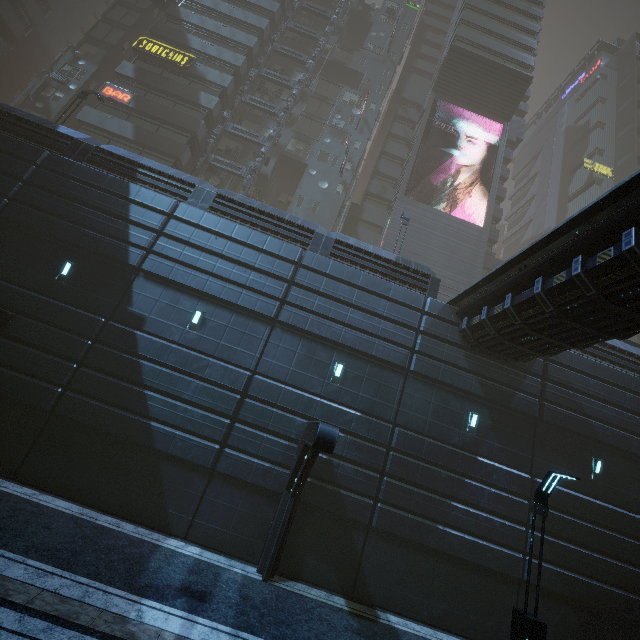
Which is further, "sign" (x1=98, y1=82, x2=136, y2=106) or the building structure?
the building structure

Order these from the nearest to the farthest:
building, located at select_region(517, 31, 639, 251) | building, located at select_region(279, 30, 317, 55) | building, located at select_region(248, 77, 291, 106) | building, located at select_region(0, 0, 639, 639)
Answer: building, located at select_region(0, 0, 639, 639) < building, located at select_region(248, 77, 291, 106) < building, located at select_region(279, 30, 317, 55) < building, located at select_region(517, 31, 639, 251)

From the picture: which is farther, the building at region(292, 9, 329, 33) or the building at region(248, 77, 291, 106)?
the building at region(292, 9, 329, 33)

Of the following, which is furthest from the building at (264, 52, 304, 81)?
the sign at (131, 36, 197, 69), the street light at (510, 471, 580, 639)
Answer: the street light at (510, 471, 580, 639)

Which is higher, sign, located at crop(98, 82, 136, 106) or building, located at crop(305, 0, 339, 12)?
building, located at crop(305, 0, 339, 12)

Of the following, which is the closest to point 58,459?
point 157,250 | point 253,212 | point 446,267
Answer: point 157,250

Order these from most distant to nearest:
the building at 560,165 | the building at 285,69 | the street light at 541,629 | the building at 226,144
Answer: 1. the building at 560,165
2. the building at 285,69
3. the building at 226,144
4. the street light at 541,629

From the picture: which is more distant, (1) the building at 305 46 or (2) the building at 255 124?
(1) the building at 305 46
